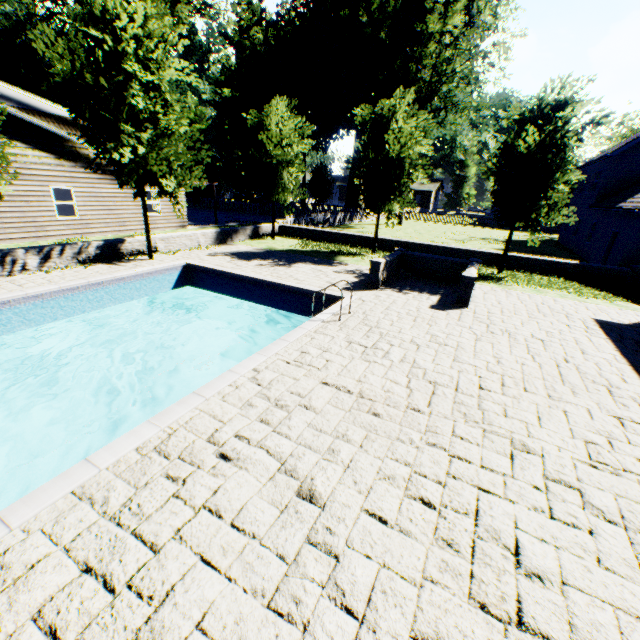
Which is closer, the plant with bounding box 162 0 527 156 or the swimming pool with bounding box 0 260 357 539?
the swimming pool with bounding box 0 260 357 539

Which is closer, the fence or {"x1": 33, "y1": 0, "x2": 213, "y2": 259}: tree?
{"x1": 33, "y1": 0, "x2": 213, "y2": 259}: tree

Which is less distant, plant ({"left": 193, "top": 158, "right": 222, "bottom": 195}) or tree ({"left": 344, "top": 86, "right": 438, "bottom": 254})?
tree ({"left": 344, "top": 86, "right": 438, "bottom": 254})

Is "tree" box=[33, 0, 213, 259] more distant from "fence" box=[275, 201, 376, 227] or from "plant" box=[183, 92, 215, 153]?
"plant" box=[183, 92, 215, 153]

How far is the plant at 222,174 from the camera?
42.6 meters

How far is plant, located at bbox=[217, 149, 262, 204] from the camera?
42.6 meters

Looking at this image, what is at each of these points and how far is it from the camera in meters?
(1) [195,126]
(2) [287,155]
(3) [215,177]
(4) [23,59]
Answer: (1) plant, 49.9 m
(2) tree, 18.8 m
(3) plant, 54.1 m
(4) plant, 29.7 m
